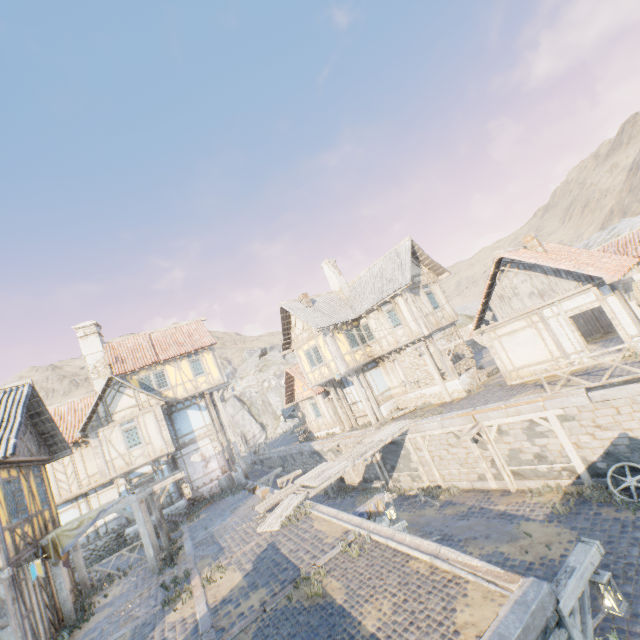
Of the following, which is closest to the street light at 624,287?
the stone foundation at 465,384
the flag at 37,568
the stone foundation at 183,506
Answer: the stone foundation at 465,384

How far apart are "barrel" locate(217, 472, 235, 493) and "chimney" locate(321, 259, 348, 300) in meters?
14.4

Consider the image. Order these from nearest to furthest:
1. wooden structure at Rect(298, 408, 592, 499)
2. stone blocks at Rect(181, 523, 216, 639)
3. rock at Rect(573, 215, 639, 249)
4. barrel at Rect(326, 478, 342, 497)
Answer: stone blocks at Rect(181, 523, 216, 639) → wooden structure at Rect(298, 408, 592, 499) → barrel at Rect(326, 478, 342, 497) → rock at Rect(573, 215, 639, 249)

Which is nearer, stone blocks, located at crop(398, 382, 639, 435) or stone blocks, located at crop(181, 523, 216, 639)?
stone blocks, located at crop(181, 523, 216, 639)

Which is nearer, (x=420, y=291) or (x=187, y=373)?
(x=420, y=291)

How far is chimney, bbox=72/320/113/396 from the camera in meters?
22.2 m

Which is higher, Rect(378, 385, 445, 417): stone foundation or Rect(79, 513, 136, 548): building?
Rect(79, 513, 136, 548): building

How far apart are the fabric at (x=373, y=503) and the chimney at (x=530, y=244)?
13.36m
